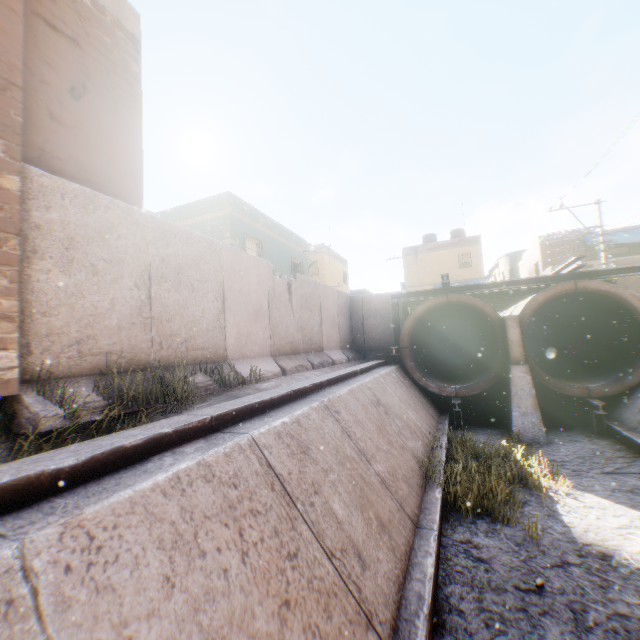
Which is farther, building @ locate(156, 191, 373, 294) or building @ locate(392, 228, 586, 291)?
building @ locate(392, 228, 586, 291)

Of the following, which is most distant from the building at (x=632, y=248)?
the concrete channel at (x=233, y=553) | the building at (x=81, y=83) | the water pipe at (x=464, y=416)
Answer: the concrete channel at (x=233, y=553)

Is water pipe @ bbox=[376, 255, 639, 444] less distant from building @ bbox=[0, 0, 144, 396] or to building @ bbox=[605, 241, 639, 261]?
building @ bbox=[0, 0, 144, 396]

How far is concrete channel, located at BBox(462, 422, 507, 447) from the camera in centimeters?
1040cm

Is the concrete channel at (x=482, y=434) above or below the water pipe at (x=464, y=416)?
below

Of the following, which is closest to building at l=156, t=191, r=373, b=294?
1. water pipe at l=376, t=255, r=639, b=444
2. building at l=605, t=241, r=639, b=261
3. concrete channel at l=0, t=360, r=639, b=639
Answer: concrete channel at l=0, t=360, r=639, b=639

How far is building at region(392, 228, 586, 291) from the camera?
24.7 meters

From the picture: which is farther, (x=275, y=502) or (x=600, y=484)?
(x=600, y=484)
